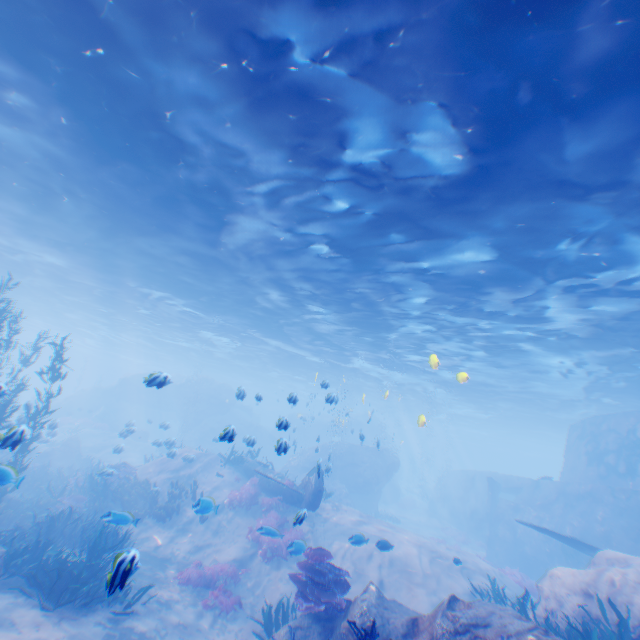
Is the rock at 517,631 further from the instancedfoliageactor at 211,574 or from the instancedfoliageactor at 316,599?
the instancedfoliageactor at 211,574

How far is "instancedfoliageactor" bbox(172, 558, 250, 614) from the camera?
10.2 meters

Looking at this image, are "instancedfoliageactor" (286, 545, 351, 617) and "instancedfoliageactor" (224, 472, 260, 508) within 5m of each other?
no

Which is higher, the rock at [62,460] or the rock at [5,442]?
the rock at [5,442]

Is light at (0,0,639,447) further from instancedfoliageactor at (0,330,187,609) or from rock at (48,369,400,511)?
instancedfoliageactor at (0,330,187,609)

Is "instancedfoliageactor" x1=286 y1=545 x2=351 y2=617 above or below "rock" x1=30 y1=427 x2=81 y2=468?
above

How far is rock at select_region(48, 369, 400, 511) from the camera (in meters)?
26.64

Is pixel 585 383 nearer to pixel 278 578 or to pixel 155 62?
pixel 278 578
